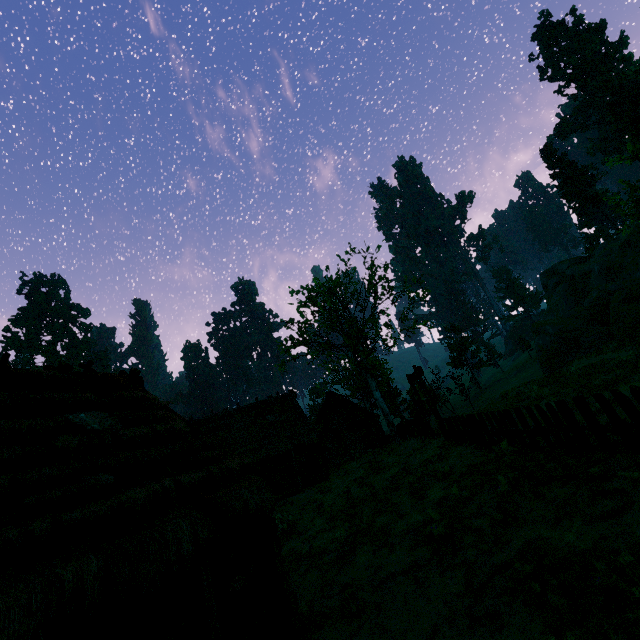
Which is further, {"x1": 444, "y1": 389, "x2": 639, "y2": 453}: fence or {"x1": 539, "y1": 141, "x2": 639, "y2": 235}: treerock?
{"x1": 539, "y1": 141, "x2": 639, "y2": 235}: treerock

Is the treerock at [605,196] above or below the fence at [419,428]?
above

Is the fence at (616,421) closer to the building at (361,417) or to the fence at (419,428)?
the building at (361,417)

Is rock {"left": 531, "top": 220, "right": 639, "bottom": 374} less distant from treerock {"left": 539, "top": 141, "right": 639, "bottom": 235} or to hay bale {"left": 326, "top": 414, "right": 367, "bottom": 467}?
treerock {"left": 539, "top": 141, "right": 639, "bottom": 235}

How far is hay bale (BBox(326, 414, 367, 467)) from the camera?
25.8m

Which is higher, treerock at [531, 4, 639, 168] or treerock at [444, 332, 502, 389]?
treerock at [531, 4, 639, 168]

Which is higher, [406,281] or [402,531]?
[406,281]

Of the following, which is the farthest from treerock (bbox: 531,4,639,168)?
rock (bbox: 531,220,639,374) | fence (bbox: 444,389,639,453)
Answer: fence (bbox: 444,389,639,453)
